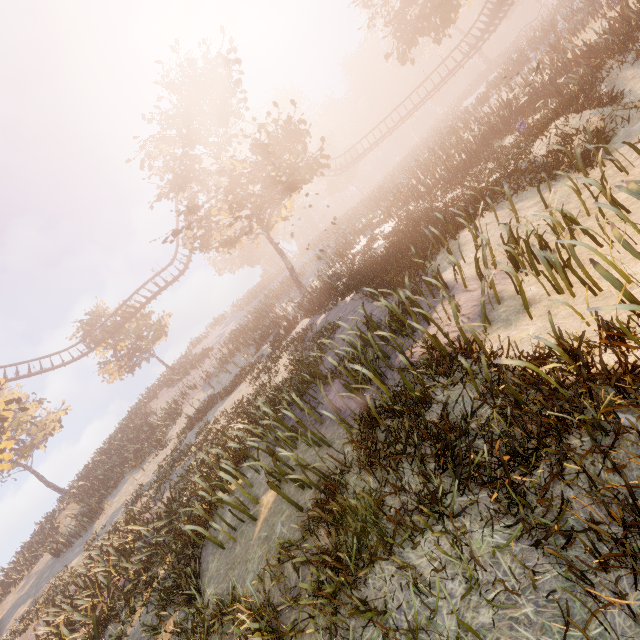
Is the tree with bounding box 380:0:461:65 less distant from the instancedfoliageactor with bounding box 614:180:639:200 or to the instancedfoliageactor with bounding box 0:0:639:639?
the instancedfoliageactor with bounding box 614:180:639:200

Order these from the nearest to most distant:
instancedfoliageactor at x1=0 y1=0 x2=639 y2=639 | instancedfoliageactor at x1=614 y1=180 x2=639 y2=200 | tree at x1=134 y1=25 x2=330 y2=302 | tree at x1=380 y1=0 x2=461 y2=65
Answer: instancedfoliageactor at x1=0 y1=0 x2=639 y2=639
instancedfoliageactor at x1=614 y1=180 x2=639 y2=200
tree at x1=134 y1=25 x2=330 y2=302
tree at x1=380 y1=0 x2=461 y2=65

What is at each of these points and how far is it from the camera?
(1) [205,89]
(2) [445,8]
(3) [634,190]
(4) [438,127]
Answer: (1) tree, 18.02m
(2) tree, 20.02m
(3) instancedfoliageactor, 4.43m
(4) instancedfoliageactor, 41.72m

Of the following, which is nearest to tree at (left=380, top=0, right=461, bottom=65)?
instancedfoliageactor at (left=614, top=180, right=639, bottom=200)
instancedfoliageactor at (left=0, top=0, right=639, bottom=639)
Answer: instancedfoliageactor at (left=614, top=180, right=639, bottom=200)

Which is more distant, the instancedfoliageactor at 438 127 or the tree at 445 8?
the tree at 445 8

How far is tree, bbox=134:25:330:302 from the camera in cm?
1756

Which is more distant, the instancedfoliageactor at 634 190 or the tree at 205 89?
the tree at 205 89
